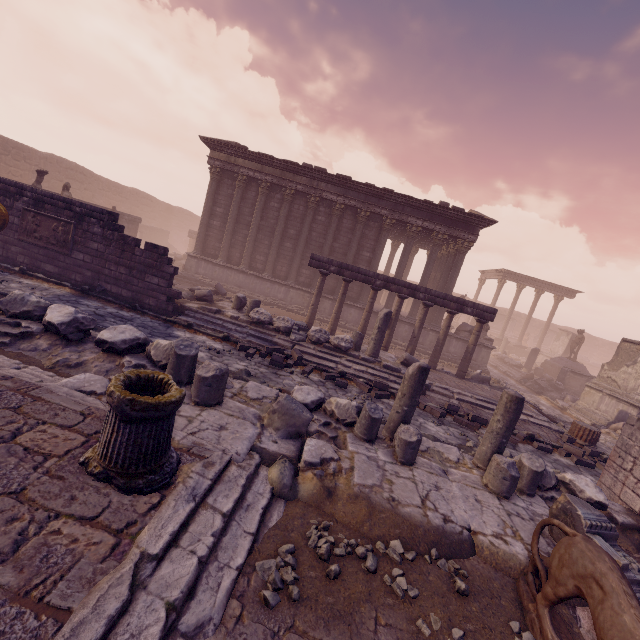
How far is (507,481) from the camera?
4.86m

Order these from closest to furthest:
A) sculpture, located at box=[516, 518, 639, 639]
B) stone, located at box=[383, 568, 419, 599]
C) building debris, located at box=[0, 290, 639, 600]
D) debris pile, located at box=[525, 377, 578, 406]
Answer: sculpture, located at box=[516, 518, 639, 639]
stone, located at box=[383, 568, 419, 599]
building debris, located at box=[0, 290, 639, 600]
debris pile, located at box=[525, 377, 578, 406]

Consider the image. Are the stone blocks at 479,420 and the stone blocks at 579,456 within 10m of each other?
yes

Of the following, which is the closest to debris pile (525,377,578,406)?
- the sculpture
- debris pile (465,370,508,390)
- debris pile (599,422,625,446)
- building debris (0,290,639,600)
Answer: debris pile (599,422,625,446)

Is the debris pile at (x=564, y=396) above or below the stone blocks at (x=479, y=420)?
above

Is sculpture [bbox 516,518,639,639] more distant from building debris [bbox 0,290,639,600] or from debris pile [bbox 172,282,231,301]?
debris pile [bbox 172,282,231,301]

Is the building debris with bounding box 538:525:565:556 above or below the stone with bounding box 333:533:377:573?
above

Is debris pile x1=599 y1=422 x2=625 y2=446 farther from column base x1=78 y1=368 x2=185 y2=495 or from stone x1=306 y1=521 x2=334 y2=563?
column base x1=78 y1=368 x2=185 y2=495
